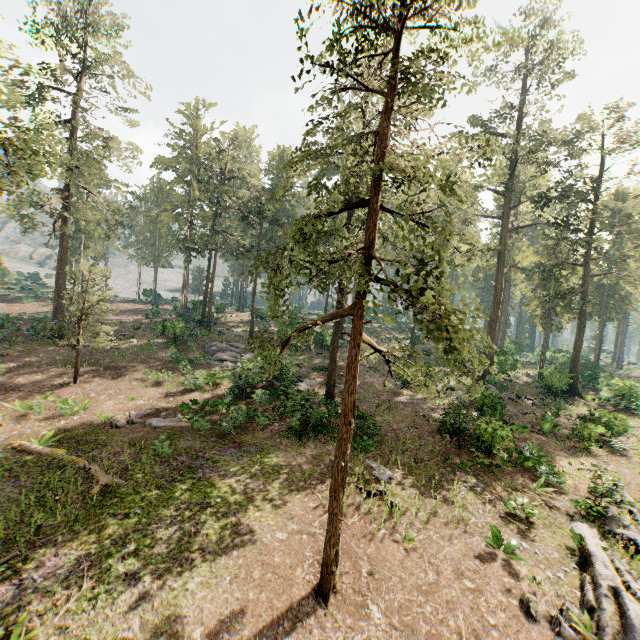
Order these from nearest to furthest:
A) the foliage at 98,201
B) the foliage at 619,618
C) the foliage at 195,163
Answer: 1. the foliage at 195,163
2. the foliage at 619,618
3. the foliage at 98,201

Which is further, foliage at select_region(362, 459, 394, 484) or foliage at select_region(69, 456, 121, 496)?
foliage at select_region(362, 459, 394, 484)

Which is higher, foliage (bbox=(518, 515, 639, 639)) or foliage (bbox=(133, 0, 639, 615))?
foliage (bbox=(133, 0, 639, 615))

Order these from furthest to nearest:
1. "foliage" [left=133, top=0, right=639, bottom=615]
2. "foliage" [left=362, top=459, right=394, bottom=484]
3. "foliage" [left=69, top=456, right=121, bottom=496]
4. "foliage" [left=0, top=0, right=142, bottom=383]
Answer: "foliage" [left=362, top=459, right=394, bottom=484]
"foliage" [left=69, top=456, right=121, bottom=496]
"foliage" [left=0, top=0, right=142, bottom=383]
"foliage" [left=133, top=0, right=639, bottom=615]

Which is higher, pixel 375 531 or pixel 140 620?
pixel 375 531

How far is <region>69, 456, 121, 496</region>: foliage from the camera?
12.4m

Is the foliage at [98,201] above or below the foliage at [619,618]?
above
